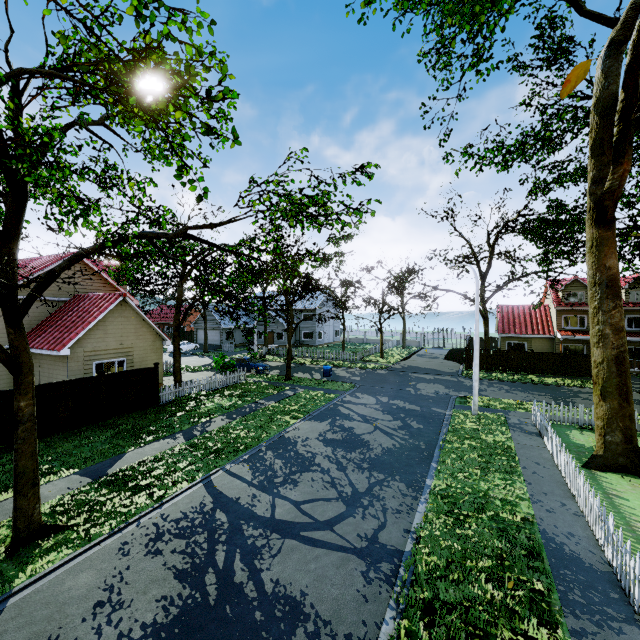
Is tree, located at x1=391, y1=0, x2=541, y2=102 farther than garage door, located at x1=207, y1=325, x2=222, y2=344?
No

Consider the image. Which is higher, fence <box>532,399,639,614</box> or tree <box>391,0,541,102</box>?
tree <box>391,0,541,102</box>

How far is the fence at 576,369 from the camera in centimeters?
2861cm

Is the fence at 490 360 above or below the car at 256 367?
above

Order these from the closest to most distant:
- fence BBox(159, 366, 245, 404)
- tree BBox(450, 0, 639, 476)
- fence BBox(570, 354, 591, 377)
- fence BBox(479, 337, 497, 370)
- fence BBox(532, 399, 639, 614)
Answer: fence BBox(532, 399, 639, 614), tree BBox(450, 0, 639, 476), fence BBox(159, 366, 245, 404), fence BBox(570, 354, 591, 377), fence BBox(479, 337, 497, 370)

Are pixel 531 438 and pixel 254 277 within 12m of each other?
no

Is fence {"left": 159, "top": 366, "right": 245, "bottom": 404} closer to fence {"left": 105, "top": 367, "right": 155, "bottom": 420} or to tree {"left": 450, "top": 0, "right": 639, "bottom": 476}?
fence {"left": 105, "top": 367, "right": 155, "bottom": 420}

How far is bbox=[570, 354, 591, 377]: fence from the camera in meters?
28.6
